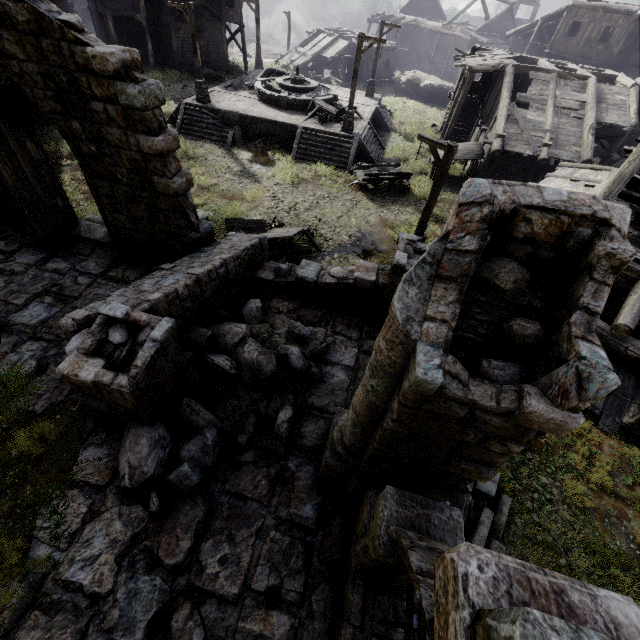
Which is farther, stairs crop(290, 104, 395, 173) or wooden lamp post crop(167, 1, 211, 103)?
stairs crop(290, 104, 395, 173)

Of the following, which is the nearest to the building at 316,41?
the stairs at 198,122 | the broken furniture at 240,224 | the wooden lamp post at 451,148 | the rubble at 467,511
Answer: the rubble at 467,511

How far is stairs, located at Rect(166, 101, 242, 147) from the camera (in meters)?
20.92

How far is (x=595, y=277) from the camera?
2.5 meters

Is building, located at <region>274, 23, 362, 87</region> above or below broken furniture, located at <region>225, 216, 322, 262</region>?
above

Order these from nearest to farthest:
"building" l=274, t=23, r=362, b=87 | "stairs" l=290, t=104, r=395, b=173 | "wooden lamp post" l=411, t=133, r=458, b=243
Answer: "wooden lamp post" l=411, t=133, r=458, b=243
"stairs" l=290, t=104, r=395, b=173
"building" l=274, t=23, r=362, b=87

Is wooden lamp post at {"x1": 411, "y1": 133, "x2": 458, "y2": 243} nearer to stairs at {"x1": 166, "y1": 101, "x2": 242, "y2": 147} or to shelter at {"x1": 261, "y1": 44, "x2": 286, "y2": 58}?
stairs at {"x1": 166, "y1": 101, "x2": 242, "y2": 147}

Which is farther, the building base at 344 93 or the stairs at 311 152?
the building base at 344 93
